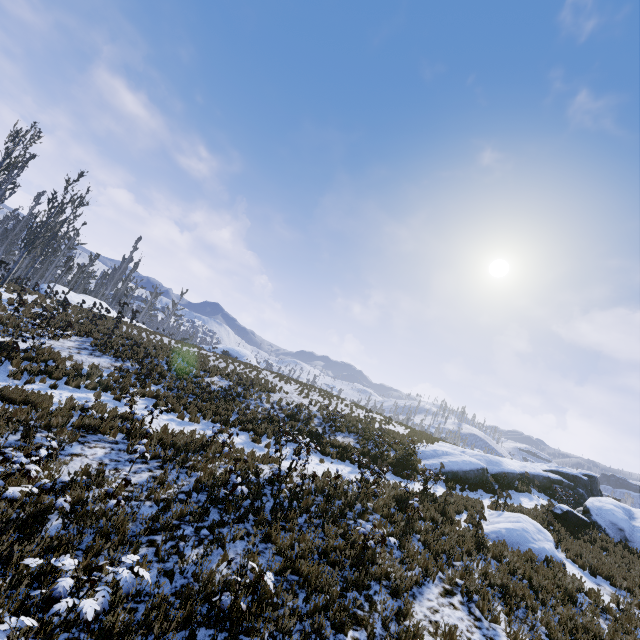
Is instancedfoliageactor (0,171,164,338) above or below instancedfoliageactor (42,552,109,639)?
above

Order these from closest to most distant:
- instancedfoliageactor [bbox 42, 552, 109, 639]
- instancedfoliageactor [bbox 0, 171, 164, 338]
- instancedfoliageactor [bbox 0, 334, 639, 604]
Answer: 1. instancedfoliageactor [bbox 42, 552, 109, 639]
2. instancedfoliageactor [bbox 0, 334, 639, 604]
3. instancedfoliageactor [bbox 0, 171, 164, 338]

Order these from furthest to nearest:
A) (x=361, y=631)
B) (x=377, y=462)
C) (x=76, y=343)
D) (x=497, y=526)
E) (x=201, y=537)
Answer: (x=377, y=462)
(x=76, y=343)
(x=497, y=526)
(x=201, y=537)
(x=361, y=631)

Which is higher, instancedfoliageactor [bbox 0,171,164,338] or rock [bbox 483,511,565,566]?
instancedfoliageactor [bbox 0,171,164,338]

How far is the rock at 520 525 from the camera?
11.4m

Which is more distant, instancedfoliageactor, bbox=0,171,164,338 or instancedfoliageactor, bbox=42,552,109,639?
instancedfoliageactor, bbox=0,171,164,338

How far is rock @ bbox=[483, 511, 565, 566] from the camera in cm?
1142

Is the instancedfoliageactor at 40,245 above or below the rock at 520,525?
above
